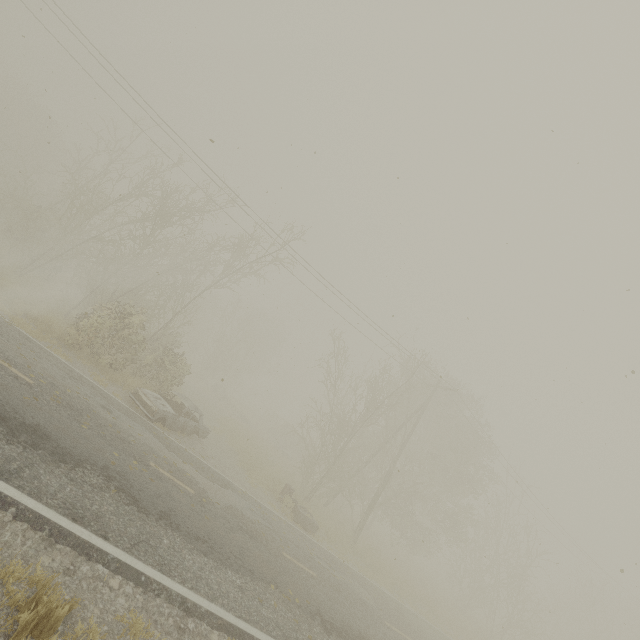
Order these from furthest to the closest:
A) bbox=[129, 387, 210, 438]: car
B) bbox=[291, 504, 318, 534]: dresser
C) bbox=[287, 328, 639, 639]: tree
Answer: bbox=[287, 328, 639, 639]: tree → bbox=[291, 504, 318, 534]: dresser → bbox=[129, 387, 210, 438]: car

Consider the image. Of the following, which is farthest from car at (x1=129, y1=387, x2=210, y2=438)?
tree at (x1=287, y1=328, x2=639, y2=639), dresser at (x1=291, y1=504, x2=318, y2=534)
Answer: tree at (x1=287, y1=328, x2=639, y2=639)

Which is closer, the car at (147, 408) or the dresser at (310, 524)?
the car at (147, 408)

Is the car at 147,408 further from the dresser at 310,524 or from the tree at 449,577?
the tree at 449,577

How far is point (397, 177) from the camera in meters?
6.4

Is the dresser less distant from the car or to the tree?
the tree
